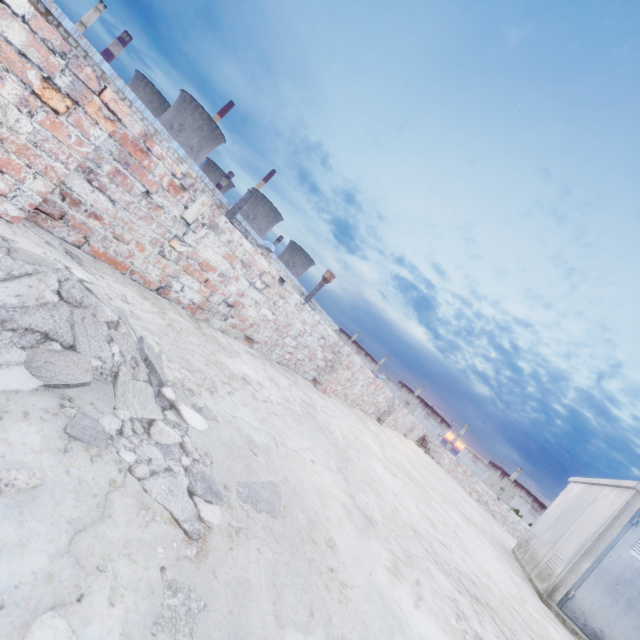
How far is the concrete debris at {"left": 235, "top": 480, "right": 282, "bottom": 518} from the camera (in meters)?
1.19

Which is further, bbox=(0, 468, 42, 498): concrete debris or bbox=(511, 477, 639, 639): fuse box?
bbox=(511, 477, 639, 639): fuse box

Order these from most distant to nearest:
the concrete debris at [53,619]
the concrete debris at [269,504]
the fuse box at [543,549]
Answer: the fuse box at [543,549]
the concrete debris at [269,504]
the concrete debris at [53,619]

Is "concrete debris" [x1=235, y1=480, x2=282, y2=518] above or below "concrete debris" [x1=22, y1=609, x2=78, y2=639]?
below

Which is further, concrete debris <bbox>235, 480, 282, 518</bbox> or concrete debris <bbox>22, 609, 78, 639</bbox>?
concrete debris <bbox>235, 480, 282, 518</bbox>

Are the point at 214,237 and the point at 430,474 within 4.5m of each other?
no

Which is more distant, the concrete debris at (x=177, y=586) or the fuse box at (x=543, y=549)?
the fuse box at (x=543, y=549)

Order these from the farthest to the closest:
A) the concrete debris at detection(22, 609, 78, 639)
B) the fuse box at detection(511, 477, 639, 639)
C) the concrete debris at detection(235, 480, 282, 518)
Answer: the fuse box at detection(511, 477, 639, 639), the concrete debris at detection(235, 480, 282, 518), the concrete debris at detection(22, 609, 78, 639)
